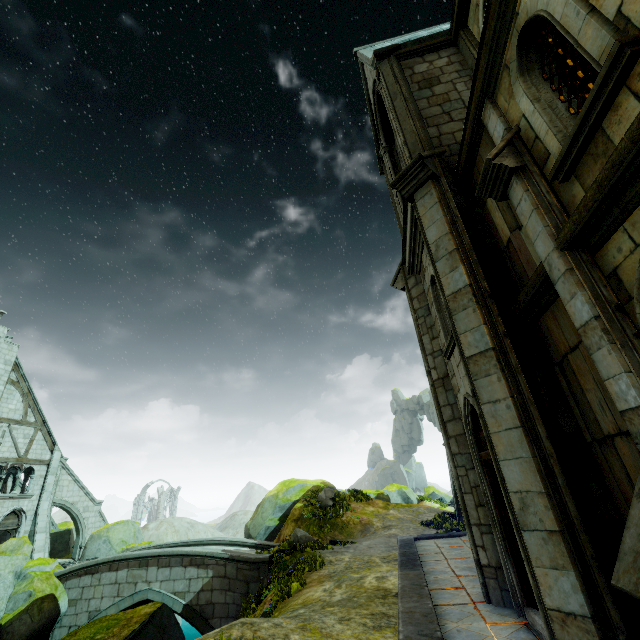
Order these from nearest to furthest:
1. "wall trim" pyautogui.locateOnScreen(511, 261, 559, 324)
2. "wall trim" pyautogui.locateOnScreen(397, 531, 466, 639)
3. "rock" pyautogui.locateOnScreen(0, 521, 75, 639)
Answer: "wall trim" pyautogui.locateOnScreen(511, 261, 559, 324) → "wall trim" pyautogui.locateOnScreen(397, 531, 466, 639) → "rock" pyautogui.locateOnScreen(0, 521, 75, 639)

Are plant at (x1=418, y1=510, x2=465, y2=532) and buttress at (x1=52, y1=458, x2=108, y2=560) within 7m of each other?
no

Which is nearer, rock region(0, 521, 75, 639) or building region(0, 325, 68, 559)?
rock region(0, 521, 75, 639)

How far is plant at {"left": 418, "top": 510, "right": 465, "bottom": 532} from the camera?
16.0 meters

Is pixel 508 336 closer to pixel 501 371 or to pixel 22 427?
pixel 501 371

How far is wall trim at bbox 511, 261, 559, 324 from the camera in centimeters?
459cm

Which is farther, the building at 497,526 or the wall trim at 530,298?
the wall trim at 530,298

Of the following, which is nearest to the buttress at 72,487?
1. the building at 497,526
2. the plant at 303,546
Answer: the building at 497,526
